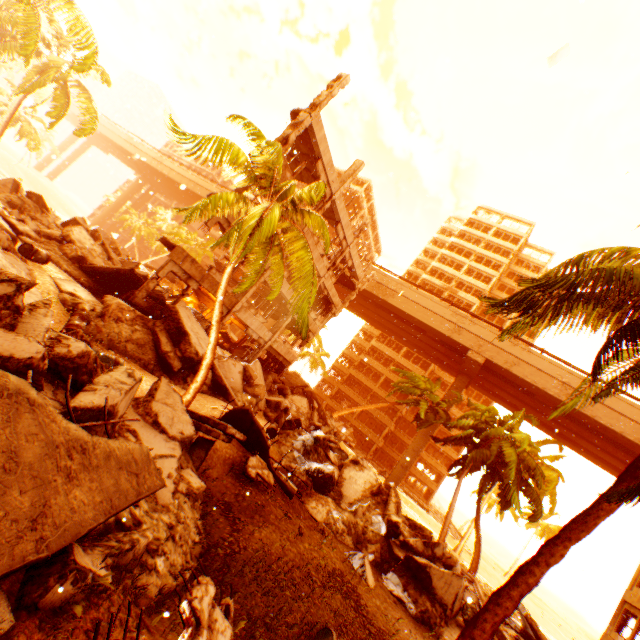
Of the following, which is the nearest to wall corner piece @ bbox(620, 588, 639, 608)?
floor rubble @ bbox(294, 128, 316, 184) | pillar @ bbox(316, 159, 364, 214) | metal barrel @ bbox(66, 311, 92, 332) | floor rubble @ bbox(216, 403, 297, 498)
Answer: floor rubble @ bbox(216, 403, 297, 498)

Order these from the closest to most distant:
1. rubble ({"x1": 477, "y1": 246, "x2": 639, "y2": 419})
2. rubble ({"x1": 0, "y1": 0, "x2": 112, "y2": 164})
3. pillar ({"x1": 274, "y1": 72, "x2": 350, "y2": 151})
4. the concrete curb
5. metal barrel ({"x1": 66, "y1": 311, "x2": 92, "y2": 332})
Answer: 1. the concrete curb
2. rubble ({"x1": 477, "y1": 246, "x2": 639, "y2": 419})
3. metal barrel ({"x1": 66, "y1": 311, "x2": 92, "y2": 332})
4. rubble ({"x1": 0, "y1": 0, "x2": 112, "y2": 164})
5. pillar ({"x1": 274, "y1": 72, "x2": 350, "y2": 151})

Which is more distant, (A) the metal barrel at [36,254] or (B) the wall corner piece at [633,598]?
(B) the wall corner piece at [633,598]

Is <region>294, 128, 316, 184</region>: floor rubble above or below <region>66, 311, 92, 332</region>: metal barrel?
above

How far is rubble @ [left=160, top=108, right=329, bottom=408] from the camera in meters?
8.3

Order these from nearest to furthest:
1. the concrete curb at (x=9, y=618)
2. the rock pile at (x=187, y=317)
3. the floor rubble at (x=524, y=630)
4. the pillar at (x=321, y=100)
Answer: the concrete curb at (x=9, y=618) → the rock pile at (x=187, y=317) → the pillar at (x=321, y=100) → the floor rubble at (x=524, y=630)

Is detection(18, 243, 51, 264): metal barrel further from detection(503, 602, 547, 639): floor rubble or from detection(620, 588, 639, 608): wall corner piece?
detection(620, 588, 639, 608): wall corner piece

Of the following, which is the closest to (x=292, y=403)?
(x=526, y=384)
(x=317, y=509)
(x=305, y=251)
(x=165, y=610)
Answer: (x=317, y=509)
